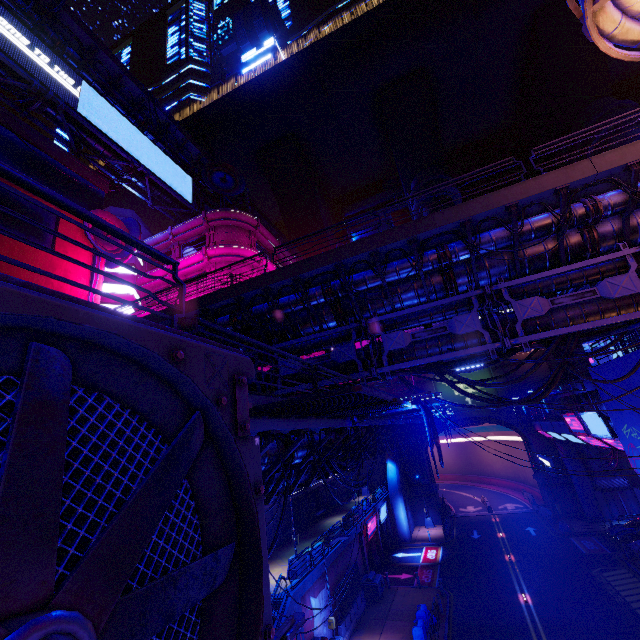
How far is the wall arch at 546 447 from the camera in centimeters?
3853cm

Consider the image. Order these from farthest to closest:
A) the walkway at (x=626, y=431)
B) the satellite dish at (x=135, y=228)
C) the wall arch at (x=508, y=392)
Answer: the wall arch at (x=508, y=392)
the satellite dish at (x=135, y=228)
the walkway at (x=626, y=431)

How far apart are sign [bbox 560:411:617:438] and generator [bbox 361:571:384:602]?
18.6 meters

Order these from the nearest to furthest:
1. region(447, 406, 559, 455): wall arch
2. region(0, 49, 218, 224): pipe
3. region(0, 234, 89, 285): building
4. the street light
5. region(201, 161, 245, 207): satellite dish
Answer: the street light
region(0, 234, 89, 285): building
region(0, 49, 218, 224): pipe
region(201, 161, 245, 207): satellite dish
region(447, 406, 559, 455): wall arch

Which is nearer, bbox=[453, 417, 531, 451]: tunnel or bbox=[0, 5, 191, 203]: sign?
bbox=[0, 5, 191, 203]: sign

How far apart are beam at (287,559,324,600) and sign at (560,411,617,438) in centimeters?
1857cm

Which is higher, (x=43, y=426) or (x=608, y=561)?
(x=43, y=426)

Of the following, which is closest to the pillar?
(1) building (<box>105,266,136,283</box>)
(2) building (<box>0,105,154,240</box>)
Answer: (2) building (<box>0,105,154,240</box>)
